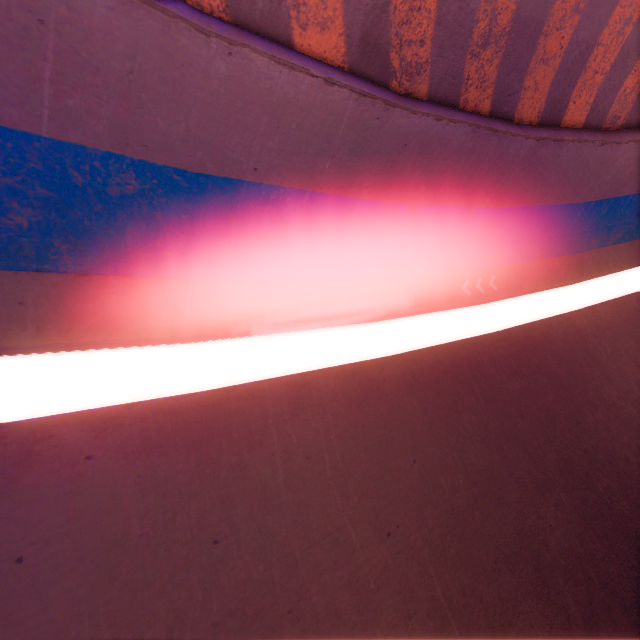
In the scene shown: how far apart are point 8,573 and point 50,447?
1.1 meters
